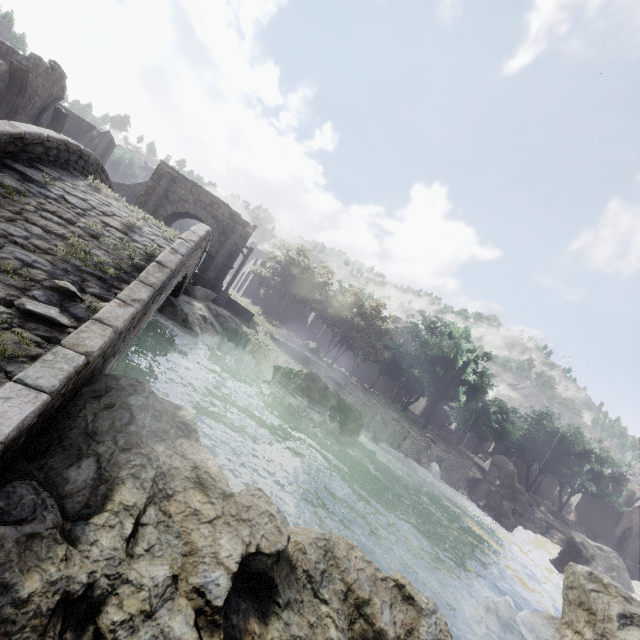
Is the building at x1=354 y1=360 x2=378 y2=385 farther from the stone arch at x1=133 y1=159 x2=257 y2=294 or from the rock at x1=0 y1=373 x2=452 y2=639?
the rock at x1=0 y1=373 x2=452 y2=639

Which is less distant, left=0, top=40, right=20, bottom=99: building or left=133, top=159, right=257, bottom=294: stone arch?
left=133, top=159, right=257, bottom=294: stone arch

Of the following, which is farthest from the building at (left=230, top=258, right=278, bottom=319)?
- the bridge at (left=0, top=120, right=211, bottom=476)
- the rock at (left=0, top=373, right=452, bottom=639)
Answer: the bridge at (left=0, top=120, right=211, bottom=476)

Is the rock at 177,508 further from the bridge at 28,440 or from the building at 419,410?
the building at 419,410

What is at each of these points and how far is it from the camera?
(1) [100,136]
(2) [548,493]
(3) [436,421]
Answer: (1) building, 34.4m
(2) building, 58.8m
(3) building, 55.5m

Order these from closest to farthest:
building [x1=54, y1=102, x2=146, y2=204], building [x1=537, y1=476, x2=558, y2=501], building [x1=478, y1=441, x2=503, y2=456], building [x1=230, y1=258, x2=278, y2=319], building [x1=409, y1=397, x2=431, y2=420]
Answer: building [x1=54, y1=102, x2=146, y2=204] < building [x1=230, y1=258, x2=278, y2=319] < building [x1=409, y1=397, x2=431, y2=420] < building [x1=478, y1=441, x2=503, y2=456] < building [x1=537, y1=476, x2=558, y2=501]

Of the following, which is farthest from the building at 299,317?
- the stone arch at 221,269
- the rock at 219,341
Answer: the rock at 219,341

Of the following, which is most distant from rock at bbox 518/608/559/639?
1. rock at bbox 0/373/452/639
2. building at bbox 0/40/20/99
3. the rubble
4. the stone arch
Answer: the rubble
